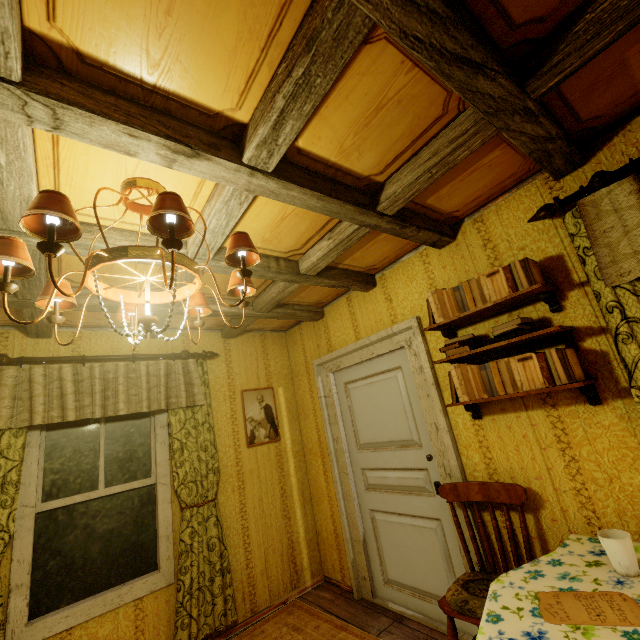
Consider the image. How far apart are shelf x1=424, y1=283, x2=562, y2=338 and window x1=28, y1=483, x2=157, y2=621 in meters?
2.8 m

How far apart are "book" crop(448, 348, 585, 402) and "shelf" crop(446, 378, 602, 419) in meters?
0.0

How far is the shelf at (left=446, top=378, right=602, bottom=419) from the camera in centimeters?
166cm

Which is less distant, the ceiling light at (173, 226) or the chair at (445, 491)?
the ceiling light at (173, 226)

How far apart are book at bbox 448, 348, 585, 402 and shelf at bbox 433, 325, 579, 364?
0.0m

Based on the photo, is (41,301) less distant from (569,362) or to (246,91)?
(246,91)

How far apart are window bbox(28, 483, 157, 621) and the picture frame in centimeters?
92cm

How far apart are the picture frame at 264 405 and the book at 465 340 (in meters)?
2.28
